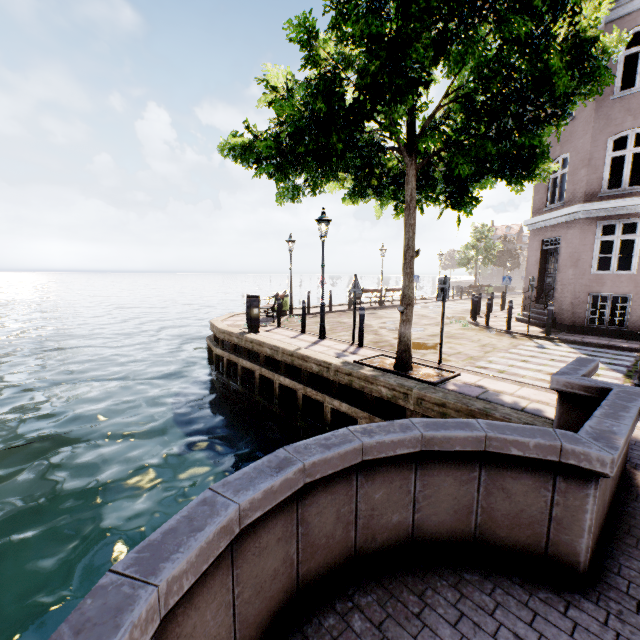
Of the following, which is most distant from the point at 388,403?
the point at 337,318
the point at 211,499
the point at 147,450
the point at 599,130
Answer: the point at 599,130

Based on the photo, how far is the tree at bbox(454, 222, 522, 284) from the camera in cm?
3441

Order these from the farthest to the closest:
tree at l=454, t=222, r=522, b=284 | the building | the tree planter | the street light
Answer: tree at l=454, t=222, r=522, b=284 → the building → the street light → the tree planter

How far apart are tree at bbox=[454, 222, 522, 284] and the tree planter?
31.71m

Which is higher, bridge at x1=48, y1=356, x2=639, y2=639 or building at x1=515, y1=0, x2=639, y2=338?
building at x1=515, y1=0, x2=639, y2=338

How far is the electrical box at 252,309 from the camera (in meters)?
10.50

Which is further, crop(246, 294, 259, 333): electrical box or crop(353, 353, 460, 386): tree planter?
crop(246, 294, 259, 333): electrical box

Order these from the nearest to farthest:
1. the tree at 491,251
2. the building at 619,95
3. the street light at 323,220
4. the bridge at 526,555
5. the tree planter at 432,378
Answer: the bridge at 526,555 → the tree planter at 432,378 → the street light at 323,220 → the building at 619,95 → the tree at 491,251
